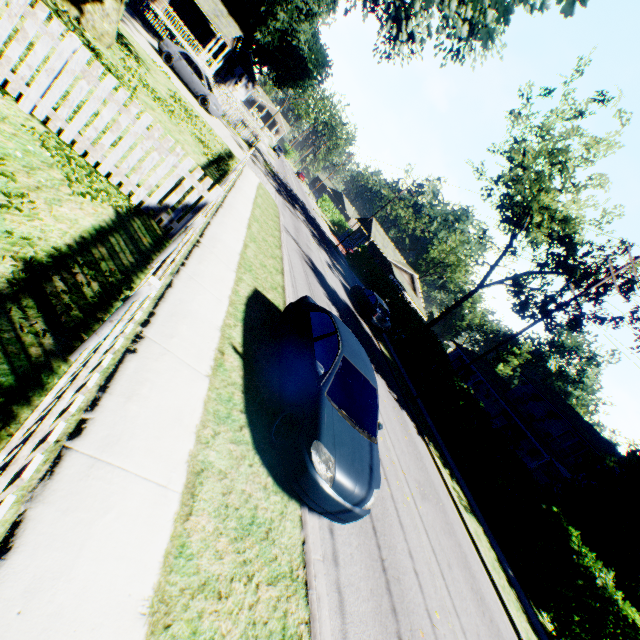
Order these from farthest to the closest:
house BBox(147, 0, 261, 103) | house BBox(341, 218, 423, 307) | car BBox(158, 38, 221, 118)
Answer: house BBox(341, 218, 423, 307) < house BBox(147, 0, 261, 103) < car BBox(158, 38, 221, 118)

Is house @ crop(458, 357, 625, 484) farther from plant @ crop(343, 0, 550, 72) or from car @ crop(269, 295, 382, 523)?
car @ crop(269, 295, 382, 523)

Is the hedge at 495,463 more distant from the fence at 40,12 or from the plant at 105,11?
the fence at 40,12

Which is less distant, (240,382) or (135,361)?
(135,361)

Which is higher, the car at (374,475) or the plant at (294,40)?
the plant at (294,40)

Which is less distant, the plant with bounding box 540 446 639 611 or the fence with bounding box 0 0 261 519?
the fence with bounding box 0 0 261 519

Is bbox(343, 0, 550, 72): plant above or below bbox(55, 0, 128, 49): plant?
above

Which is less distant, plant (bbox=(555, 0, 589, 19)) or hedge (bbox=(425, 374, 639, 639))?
plant (bbox=(555, 0, 589, 19))
